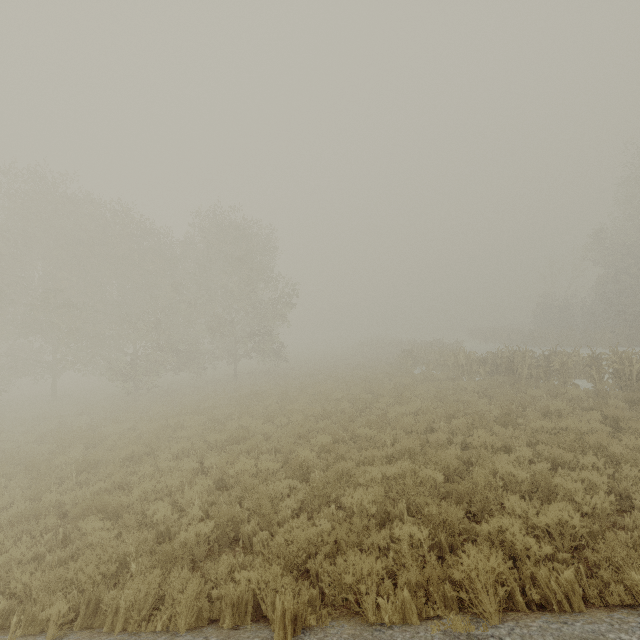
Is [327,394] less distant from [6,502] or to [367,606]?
[6,502]
